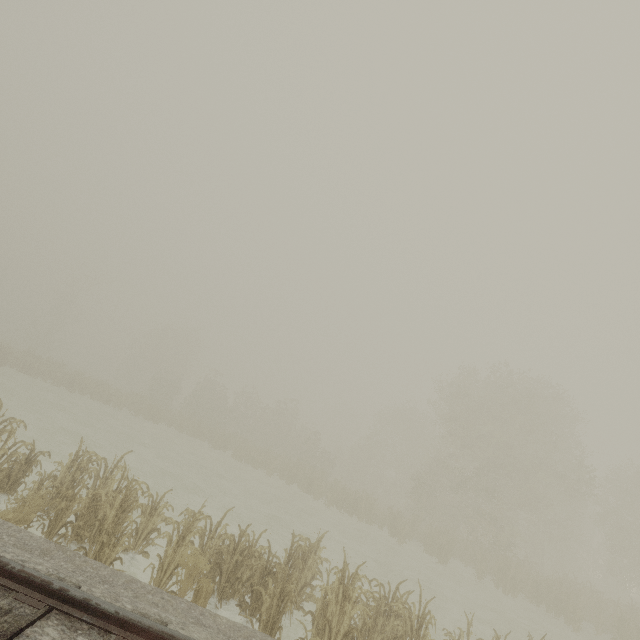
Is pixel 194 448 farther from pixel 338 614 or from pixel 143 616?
pixel 143 616
